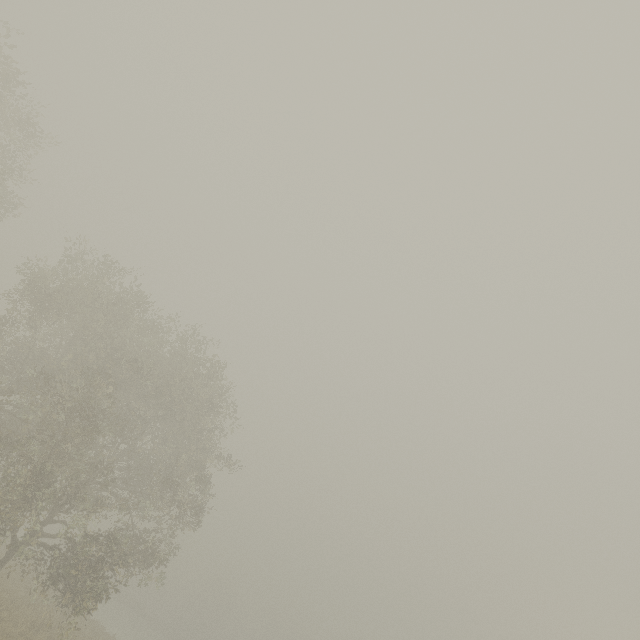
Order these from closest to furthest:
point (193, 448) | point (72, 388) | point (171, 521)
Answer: point (72, 388) → point (171, 521) → point (193, 448)
